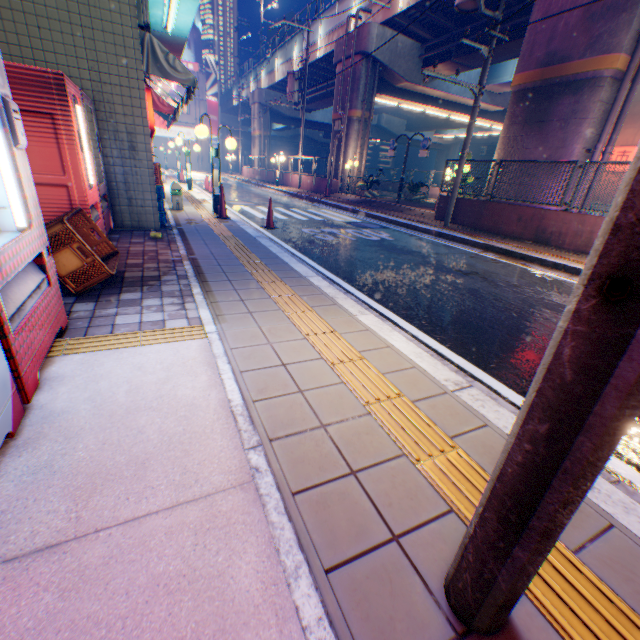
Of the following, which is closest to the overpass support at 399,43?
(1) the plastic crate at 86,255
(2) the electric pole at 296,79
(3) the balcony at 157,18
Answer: (2) the electric pole at 296,79

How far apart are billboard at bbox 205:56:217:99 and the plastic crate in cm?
5137

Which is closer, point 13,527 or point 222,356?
point 13,527

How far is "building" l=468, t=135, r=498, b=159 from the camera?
55.6m

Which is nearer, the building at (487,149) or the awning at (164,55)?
the awning at (164,55)

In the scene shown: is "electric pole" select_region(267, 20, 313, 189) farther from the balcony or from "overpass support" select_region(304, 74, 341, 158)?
the balcony

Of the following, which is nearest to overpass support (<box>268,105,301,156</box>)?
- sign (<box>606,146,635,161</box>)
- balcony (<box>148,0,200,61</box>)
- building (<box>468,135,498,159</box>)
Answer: sign (<box>606,146,635,161</box>)

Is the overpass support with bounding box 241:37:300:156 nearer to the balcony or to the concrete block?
the concrete block
